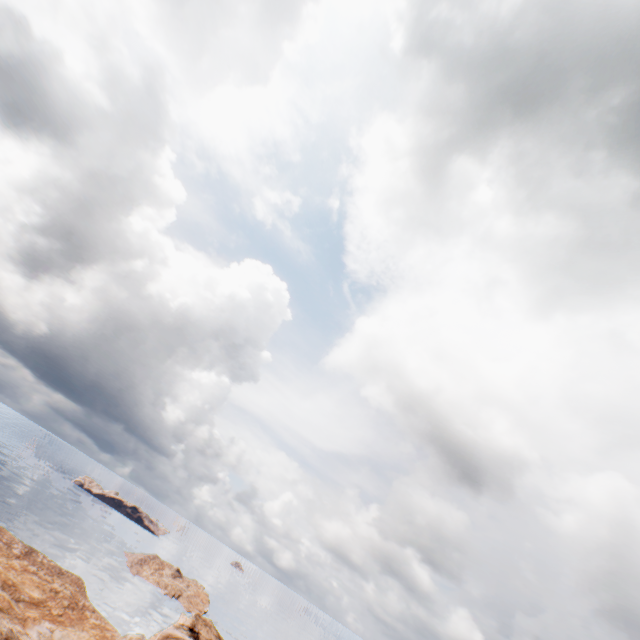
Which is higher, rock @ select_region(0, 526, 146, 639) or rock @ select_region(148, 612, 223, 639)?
rock @ select_region(148, 612, 223, 639)

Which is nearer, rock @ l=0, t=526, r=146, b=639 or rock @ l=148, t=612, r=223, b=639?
rock @ l=0, t=526, r=146, b=639

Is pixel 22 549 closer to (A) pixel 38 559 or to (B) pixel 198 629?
(A) pixel 38 559

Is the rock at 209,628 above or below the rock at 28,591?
above

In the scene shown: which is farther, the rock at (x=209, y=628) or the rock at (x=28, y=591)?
the rock at (x=209, y=628)
